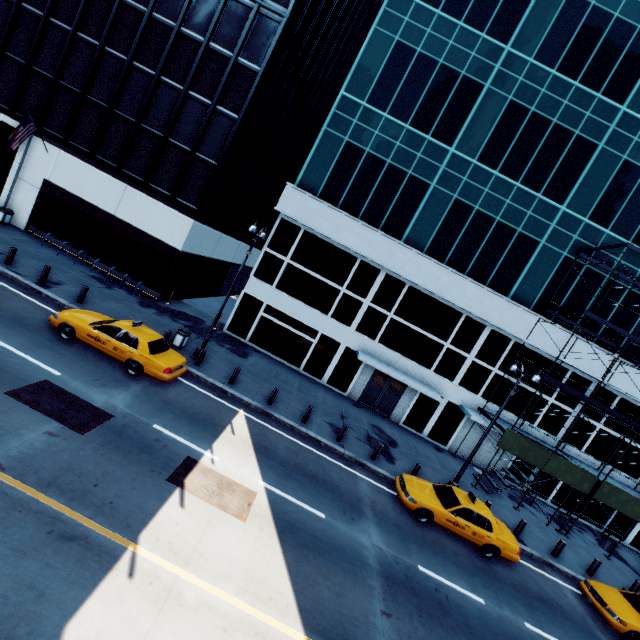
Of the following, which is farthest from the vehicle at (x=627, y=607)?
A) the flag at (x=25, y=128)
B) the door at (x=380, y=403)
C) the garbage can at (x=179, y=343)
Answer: the flag at (x=25, y=128)

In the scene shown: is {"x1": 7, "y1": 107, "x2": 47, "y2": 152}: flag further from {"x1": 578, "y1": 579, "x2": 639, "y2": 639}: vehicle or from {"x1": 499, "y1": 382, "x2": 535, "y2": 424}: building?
{"x1": 578, "y1": 579, "x2": 639, "y2": 639}: vehicle

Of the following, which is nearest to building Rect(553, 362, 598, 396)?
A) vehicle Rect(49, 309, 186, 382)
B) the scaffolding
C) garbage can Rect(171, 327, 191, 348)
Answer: the scaffolding

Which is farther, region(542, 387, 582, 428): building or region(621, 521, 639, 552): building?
region(621, 521, 639, 552): building

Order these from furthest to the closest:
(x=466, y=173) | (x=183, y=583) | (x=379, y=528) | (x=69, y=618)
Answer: (x=466, y=173) < (x=379, y=528) < (x=183, y=583) < (x=69, y=618)

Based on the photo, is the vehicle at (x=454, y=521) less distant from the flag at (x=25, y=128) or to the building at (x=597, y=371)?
the building at (x=597, y=371)

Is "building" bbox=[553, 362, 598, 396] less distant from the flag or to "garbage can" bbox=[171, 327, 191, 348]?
"garbage can" bbox=[171, 327, 191, 348]

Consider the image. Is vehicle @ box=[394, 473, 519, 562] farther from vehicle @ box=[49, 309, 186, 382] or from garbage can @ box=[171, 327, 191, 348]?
garbage can @ box=[171, 327, 191, 348]
